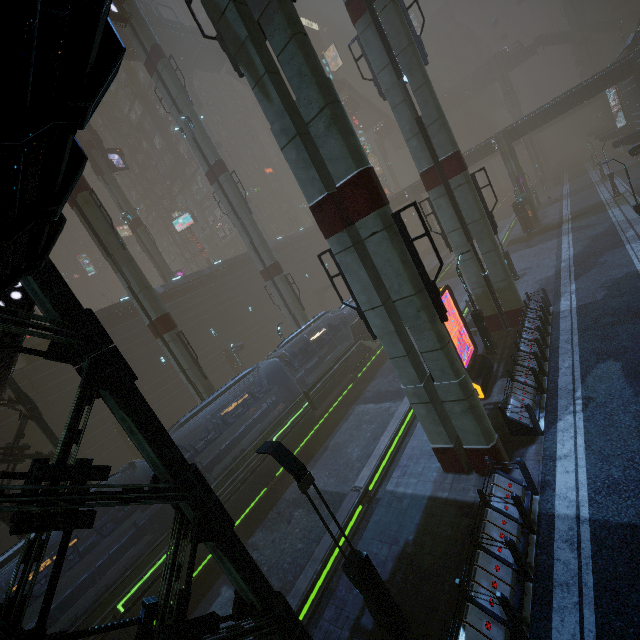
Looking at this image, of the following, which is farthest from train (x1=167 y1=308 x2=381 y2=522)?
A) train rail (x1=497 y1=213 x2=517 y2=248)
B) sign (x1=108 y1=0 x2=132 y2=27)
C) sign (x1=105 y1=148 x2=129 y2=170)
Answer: sign (x1=105 y1=148 x2=129 y2=170)

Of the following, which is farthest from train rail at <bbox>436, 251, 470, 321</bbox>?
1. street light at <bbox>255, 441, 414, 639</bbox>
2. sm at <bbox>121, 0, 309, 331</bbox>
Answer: street light at <bbox>255, 441, 414, 639</bbox>

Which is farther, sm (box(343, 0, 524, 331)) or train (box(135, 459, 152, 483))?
sm (box(343, 0, 524, 331))

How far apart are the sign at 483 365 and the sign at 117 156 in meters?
39.2

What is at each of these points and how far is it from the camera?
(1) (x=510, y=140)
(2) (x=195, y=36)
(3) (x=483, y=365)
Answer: (1) building, 41.8 meters
(2) bridge, 42.2 meters
(3) sign, 15.0 meters

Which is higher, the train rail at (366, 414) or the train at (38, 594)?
the train at (38, 594)

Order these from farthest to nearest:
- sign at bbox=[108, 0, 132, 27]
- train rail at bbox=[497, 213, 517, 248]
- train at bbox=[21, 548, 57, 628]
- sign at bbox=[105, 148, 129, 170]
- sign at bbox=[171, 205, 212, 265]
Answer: sign at bbox=[171, 205, 212, 265] < train rail at bbox=[497, 213, 517, 248] < sign at bbox=[105, 148, 129, 170] < sign at bbox=[108, 0, 132, 27] < train at bbox=[21, 548, 57, 628]

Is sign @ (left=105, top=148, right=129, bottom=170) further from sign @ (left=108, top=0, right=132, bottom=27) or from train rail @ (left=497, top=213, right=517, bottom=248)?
train rail @ (left=497, top=213, right=517, bottom=248)
